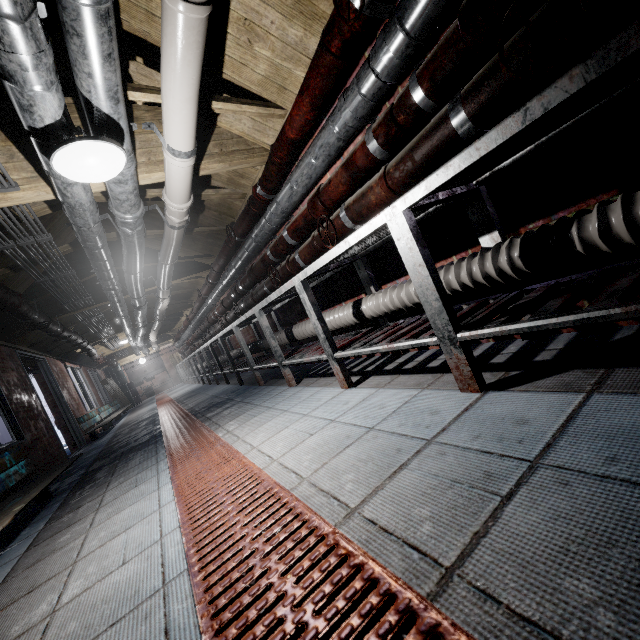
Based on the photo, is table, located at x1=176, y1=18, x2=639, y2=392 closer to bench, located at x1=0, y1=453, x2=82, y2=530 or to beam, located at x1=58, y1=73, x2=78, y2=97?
beam, located at x1=58, y1=73, x2=78, y2=97

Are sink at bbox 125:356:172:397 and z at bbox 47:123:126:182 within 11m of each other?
no

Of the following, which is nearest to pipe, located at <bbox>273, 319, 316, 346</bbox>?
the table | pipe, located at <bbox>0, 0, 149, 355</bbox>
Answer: the table

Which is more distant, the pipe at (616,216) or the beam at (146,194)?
the beam at (146,194)

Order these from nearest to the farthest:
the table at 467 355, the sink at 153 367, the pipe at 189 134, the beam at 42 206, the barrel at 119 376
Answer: the table at 467 355, the pipe at 189 134, the beam at 42 206, the barrel at 119 376, the sink at 153 367

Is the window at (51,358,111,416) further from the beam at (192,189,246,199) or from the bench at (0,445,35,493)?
the bench at (0,445,35,493)

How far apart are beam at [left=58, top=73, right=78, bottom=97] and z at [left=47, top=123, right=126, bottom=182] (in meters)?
0.53

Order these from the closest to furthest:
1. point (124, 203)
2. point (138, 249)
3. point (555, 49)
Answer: point (555, 49), point (124, 203), point (138, 249)
